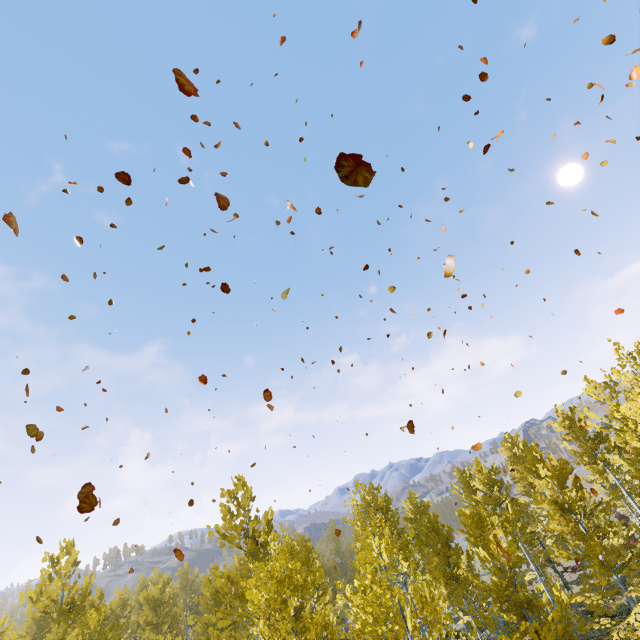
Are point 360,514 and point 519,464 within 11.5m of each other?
no
